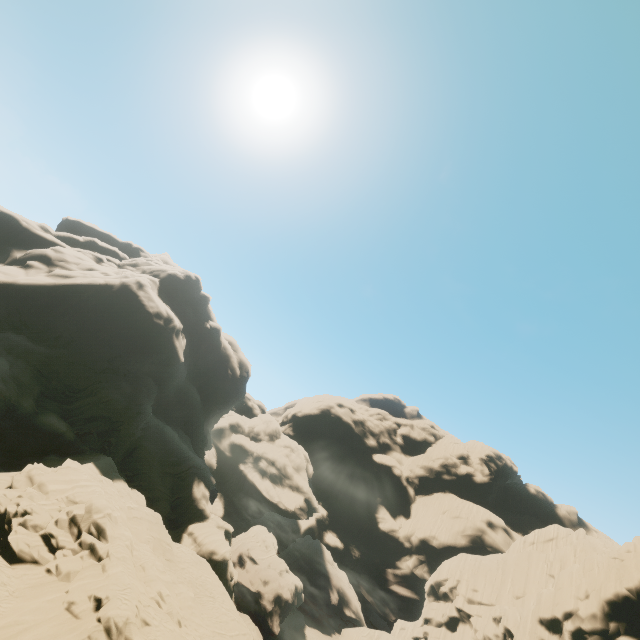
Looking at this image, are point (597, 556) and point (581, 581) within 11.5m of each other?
yes

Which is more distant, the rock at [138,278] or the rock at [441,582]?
the rock at [441,582]

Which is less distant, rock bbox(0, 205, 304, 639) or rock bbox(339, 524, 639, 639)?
rock bbox(0, 205, 304, 639)
